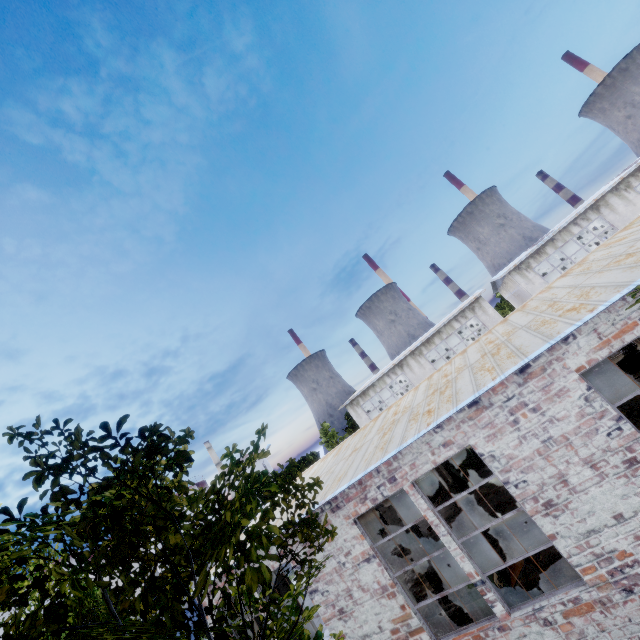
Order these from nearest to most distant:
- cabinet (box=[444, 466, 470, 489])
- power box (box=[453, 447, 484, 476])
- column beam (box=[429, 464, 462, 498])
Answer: column beam (box=[429, 464, 462, 498])
cabinet (box=[444, 466, 470, 489])
power box (box=[453, 447, 484, 476])

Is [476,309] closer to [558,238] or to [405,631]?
[558,238]

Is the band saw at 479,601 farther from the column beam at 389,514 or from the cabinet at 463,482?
the cabinet at 463,482

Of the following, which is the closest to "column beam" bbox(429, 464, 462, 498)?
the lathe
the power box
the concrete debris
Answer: the power box

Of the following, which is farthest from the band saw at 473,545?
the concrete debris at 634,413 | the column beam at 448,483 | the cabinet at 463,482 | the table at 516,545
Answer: the cabinet at 463,482

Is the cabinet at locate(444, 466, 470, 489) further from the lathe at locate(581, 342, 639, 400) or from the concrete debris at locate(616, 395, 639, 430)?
the lathe at locate(581, 342, 639, 400)

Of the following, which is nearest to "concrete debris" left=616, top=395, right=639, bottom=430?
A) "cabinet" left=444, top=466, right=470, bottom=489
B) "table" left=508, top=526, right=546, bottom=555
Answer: "table" left=508, top=526, right=546, bottom=555

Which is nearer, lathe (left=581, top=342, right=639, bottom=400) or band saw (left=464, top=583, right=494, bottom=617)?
band saw (left=464, top=583, right=494, bottom=617)
